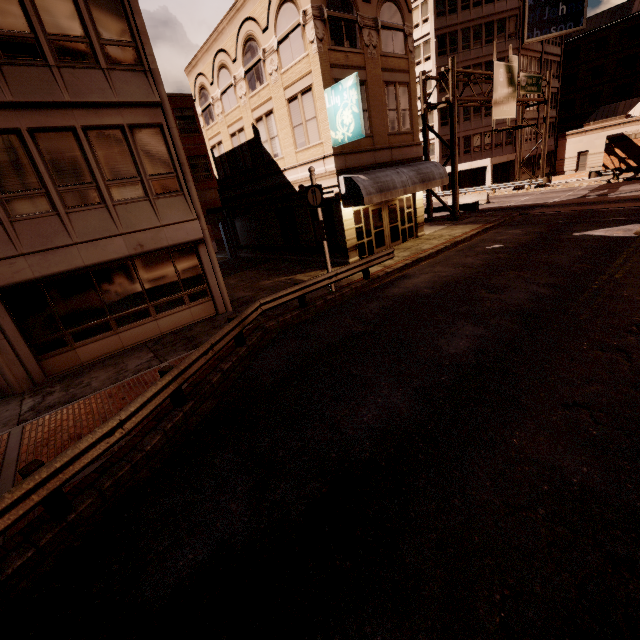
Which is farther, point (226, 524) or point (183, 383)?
point (183, 383)

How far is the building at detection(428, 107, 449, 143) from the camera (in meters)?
40.91

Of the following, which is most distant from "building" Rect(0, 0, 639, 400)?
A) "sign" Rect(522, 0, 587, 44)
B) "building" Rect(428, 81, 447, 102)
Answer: "sign" Rect(522, 0, 587, 44)

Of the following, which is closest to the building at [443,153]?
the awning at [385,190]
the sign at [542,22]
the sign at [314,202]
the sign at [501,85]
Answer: the sign at [542,22]

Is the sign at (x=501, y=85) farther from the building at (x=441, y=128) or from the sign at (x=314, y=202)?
the sign at (x=314, y=202)

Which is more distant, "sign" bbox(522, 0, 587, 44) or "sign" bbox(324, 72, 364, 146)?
"sign" bbox(522, 0, 587, 44)

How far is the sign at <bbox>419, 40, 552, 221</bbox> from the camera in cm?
2225

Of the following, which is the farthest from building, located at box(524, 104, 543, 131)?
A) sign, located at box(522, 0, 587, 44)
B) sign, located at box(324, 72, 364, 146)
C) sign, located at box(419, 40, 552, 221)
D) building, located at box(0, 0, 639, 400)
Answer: sign, located at box(324, 72, 364, 146)
